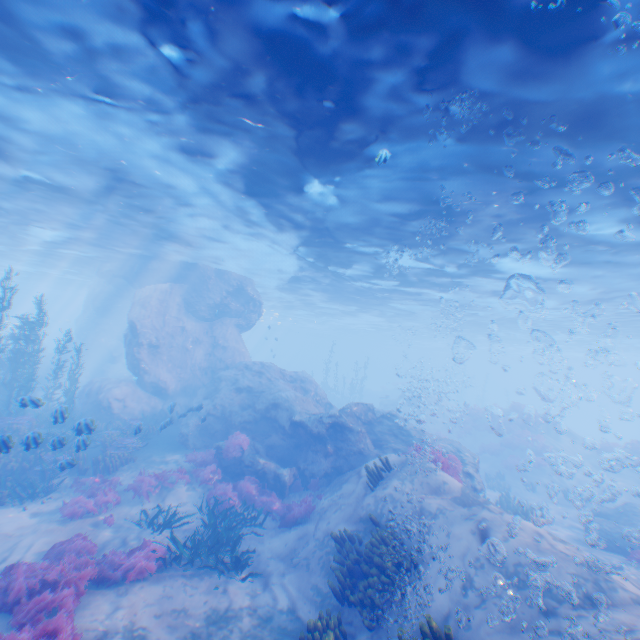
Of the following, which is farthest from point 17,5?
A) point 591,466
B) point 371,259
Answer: point 591,466

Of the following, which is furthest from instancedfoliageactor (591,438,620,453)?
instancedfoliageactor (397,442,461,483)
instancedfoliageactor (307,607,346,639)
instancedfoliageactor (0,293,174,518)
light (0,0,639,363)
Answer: instancedfoliageactor (307,607,346,639)

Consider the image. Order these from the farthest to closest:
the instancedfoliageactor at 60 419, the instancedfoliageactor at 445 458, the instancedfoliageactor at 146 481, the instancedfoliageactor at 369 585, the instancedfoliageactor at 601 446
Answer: the instancedfoliageactor at 601 446, the instancedfoliageactor at 146 481, the instancedfoliageactor at 445 458, the instancedfoliageactor at 60 419, the instancedfoliageactor at 369 585

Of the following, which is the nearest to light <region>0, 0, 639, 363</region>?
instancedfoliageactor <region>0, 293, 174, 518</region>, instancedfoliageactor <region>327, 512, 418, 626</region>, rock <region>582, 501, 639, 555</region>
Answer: instancedfoliageactor <region>0, 293, 174, 518</region>

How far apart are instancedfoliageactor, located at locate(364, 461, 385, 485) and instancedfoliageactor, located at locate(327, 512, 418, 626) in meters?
1.6 m

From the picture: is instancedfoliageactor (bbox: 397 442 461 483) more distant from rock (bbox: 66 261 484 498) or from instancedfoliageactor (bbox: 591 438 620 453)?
instancedfoliageactor (bbox: 591 438 620 453)

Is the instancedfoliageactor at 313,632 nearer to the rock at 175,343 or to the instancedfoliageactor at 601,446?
the rock at 175,343

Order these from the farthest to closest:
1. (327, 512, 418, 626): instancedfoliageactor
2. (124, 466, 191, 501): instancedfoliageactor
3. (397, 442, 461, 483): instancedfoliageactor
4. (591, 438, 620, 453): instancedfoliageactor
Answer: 1. (591, 438, 620, 453): instancedfoliageactor
2. (124, 466, 191, 501): instancedfoliageactor
3. (397, 442, 461, 483): instancedfoliageactor
4. (327, 512, 418, 626): instancedfoliageactor
